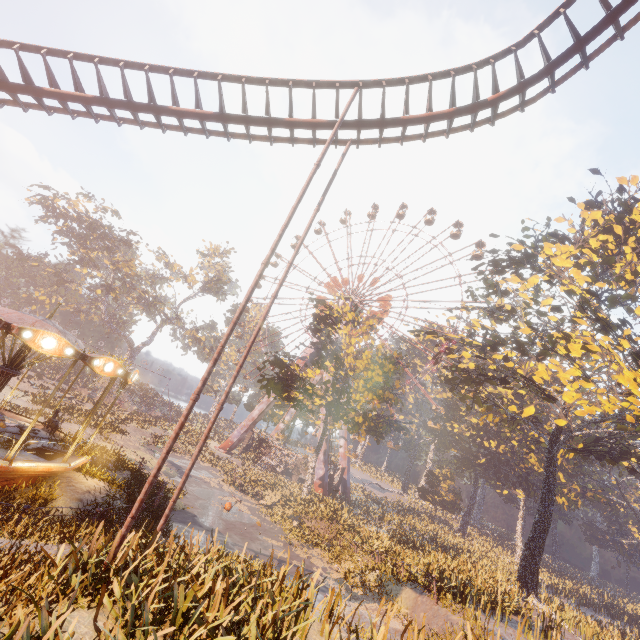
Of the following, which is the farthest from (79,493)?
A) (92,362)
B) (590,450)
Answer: (590,450)

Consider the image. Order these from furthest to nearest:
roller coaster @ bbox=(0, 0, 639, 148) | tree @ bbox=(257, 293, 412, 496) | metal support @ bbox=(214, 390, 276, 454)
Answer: metal support @ bbox=(214, 390, 276, 454)
tree @ bbox=(257, 293, 412, 496)
roller coaster @ bbox=(0, 0, 639, 148)

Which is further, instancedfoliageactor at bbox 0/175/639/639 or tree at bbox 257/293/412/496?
tree at bbox 257/293/412/496

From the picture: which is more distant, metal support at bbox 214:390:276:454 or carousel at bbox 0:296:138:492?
metal support at bbox 214:390:276:454

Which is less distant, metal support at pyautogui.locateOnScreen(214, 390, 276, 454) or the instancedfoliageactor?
the instancedfoliageactor

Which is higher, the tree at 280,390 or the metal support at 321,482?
the tree at 280,390

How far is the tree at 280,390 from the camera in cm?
2572

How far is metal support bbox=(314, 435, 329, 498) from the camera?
35.75m
